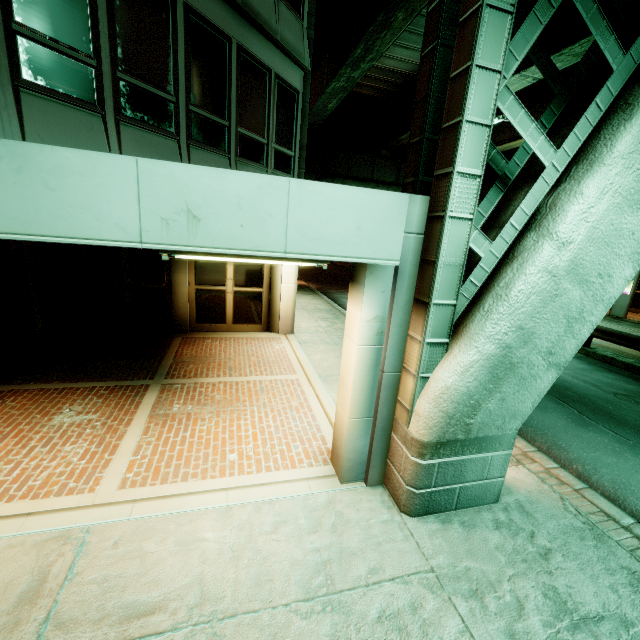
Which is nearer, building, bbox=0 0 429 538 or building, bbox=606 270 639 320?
building, bbox=0 0 429 538

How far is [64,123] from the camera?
4.5 meters

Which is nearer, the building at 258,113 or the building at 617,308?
the building at 258,113
